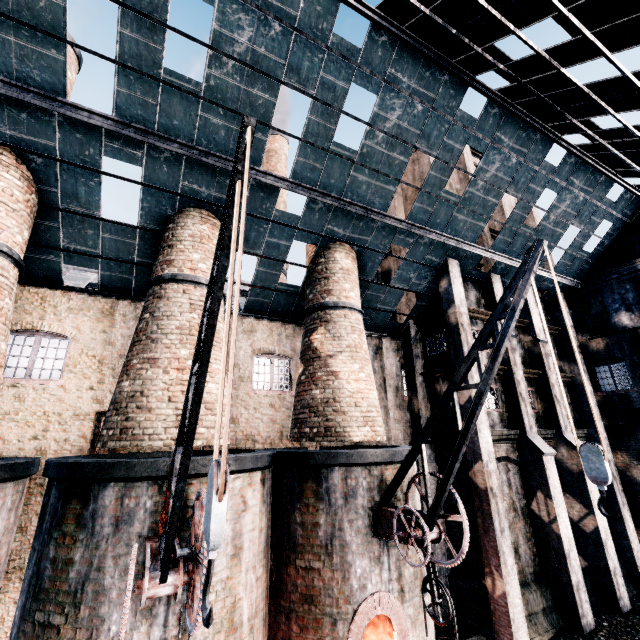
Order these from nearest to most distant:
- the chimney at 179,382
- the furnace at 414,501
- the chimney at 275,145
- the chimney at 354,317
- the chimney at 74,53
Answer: the chimney at 179,382
the furnace at 414,501
the chimney at 354,317
the chimney at 74,53
the chimney at 275,145

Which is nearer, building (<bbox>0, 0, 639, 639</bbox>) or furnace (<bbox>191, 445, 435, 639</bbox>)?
furnace (<bbox>191, 445, 435, 639</bbox>)

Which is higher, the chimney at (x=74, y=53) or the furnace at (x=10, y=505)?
the chimney at (x=74, y=53)

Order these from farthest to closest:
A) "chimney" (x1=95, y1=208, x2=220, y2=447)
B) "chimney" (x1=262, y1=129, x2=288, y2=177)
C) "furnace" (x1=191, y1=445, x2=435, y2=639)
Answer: "chimney" (x1=262, y1=129, x2=288, y2=177)
"chimney" (x1=95, y1=208, x2=220, y2=447)
"furnace" (x1=191, y1=445, x2=435, y2=639)

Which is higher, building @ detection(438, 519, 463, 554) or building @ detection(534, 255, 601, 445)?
building @ detection(534, 255, 601, 445)

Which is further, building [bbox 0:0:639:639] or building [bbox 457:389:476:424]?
building [bbox 457:389:476:424]

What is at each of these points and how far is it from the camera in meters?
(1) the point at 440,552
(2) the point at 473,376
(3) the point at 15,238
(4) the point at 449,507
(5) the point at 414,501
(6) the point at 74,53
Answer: (1) building, 15.4
(2) building, 15.2
(3) chimney, 9.8
(4) building, 16.0
(5) furnace, 11.1
(6) chimney, 12.6
